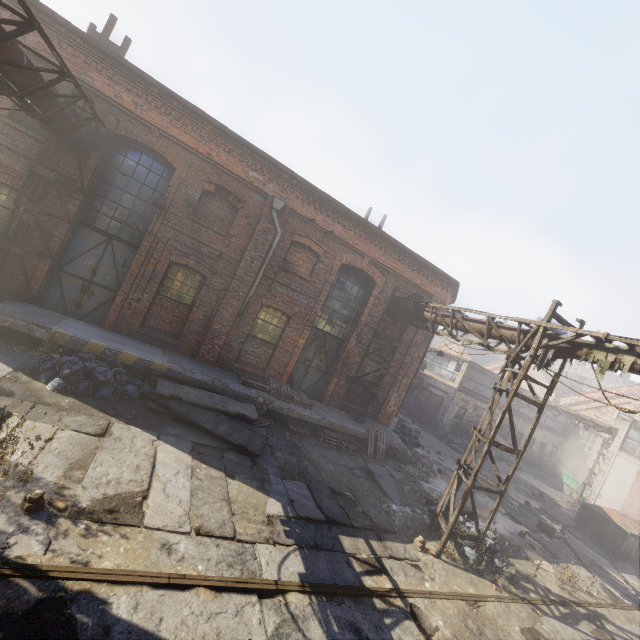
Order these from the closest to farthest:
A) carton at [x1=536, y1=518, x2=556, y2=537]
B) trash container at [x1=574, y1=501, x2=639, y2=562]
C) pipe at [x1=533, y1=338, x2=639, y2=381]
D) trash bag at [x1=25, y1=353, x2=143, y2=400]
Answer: pipe at [x1=533, y1=338, x2=639, y2=381], trash bag at [x1=25, y1=353, x2=143, y2=400], carton at [x1=536, y1=518, x2=556, y2=537], trash container at [x1=574, y1=501, x2=639, y2=562]

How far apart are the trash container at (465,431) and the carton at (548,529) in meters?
10.1 m

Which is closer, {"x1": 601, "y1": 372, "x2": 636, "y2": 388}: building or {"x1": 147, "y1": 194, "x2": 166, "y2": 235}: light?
{"x1": 147, "y1": 194, "x2": 166, "y2": 235}: light

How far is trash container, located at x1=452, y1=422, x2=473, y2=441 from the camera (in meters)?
24.07

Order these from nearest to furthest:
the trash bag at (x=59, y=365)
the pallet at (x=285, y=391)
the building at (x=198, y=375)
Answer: the trash bag at (x=59, y=365) → the building at (x=198, y=375) → the pallet at (x=285, y=391)

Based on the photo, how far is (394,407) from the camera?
15.1m

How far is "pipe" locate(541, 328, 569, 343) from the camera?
7.8m

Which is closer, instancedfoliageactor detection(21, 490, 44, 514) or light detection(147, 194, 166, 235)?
instancedfoliageactor detection(21, 490, 44, 514)
